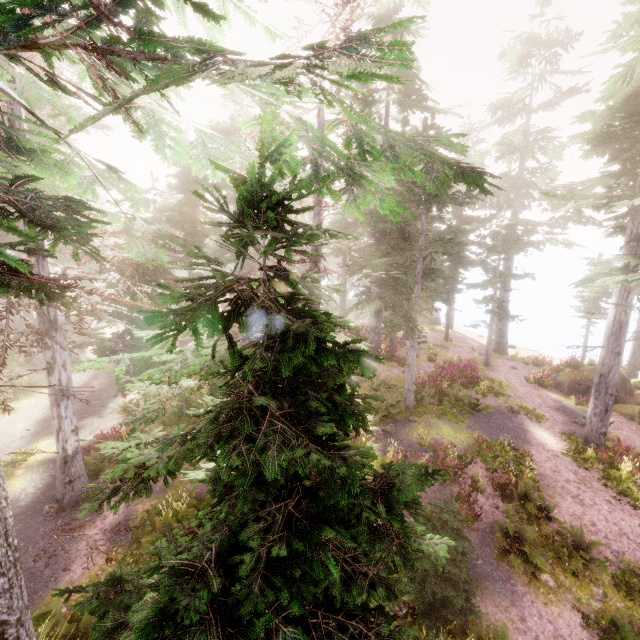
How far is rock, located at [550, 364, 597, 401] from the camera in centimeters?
2137cm

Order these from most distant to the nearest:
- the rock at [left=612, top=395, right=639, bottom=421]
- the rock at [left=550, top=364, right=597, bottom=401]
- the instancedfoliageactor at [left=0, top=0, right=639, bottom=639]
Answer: the rock at [left=550, top=364, right=597, bottom=401] < the rock at [left=612, top=395, right=639, bottom=421] < the instancedfoliageactor at [left=0, top=0, right=639, bottom=639]

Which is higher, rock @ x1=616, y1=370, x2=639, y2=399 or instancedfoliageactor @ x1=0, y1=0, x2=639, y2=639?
instancedfoliageactor @ x1=0, y1=0, x2=639, y2=639

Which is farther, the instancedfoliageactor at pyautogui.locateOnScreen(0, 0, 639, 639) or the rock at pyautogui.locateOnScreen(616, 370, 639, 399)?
the rock at pyautogui.locateOnScreen(616, 370, 639, 399)

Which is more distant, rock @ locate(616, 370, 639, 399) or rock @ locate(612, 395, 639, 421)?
rock @ locate(616, 370, 639, 399)

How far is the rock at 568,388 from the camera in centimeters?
2137cm

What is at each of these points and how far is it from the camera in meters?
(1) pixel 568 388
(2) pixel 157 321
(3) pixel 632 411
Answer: (1) rock, 21.9 m
(2) instancedfoliageactor, 2.9 m
(3) rock, 19.5 m

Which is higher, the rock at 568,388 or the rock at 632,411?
the rock at 568,388
